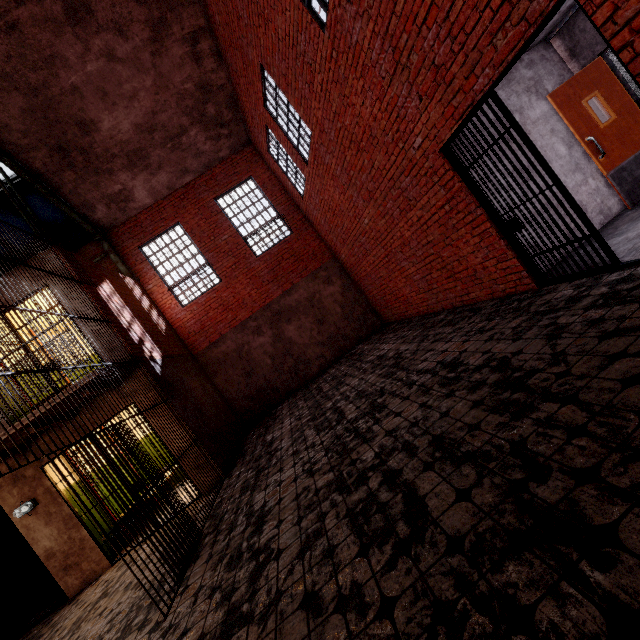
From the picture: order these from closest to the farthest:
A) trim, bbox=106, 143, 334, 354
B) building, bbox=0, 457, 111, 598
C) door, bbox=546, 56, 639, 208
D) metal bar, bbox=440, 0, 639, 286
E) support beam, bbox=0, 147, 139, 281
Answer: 1. metal bar, bbox=440, 0, 639, 286
2. door, bbox=546, 56, 639, 208
3. building, bbox=0, 457, 111, 598
4. support beam, bbox=0, 147, 139, 281
5. trim, bbox=106, 143, 334, 354

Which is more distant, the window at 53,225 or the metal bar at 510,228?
the window at 53,225

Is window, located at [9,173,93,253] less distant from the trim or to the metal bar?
the trim

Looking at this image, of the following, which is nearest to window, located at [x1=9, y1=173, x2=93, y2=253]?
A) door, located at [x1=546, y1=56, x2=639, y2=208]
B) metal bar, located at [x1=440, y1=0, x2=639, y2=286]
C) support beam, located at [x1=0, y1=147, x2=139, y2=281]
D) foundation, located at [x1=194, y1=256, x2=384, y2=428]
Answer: support beam, located at [x1=0, y1=147, x2=139, y2=281]

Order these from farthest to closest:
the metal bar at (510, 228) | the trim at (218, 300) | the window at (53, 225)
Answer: the trim at (218, 300)
the window at (53, 225)
the metal bar at (510, 228)

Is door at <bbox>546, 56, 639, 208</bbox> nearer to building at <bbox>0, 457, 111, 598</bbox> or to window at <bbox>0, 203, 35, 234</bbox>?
building at <bbox>0, 457, 111, 598</bbox>

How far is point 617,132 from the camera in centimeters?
492cm

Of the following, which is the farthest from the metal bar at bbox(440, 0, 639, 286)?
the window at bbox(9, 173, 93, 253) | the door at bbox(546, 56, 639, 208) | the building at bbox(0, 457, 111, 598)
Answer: the window at bbox(9, 173, 93, 253)
